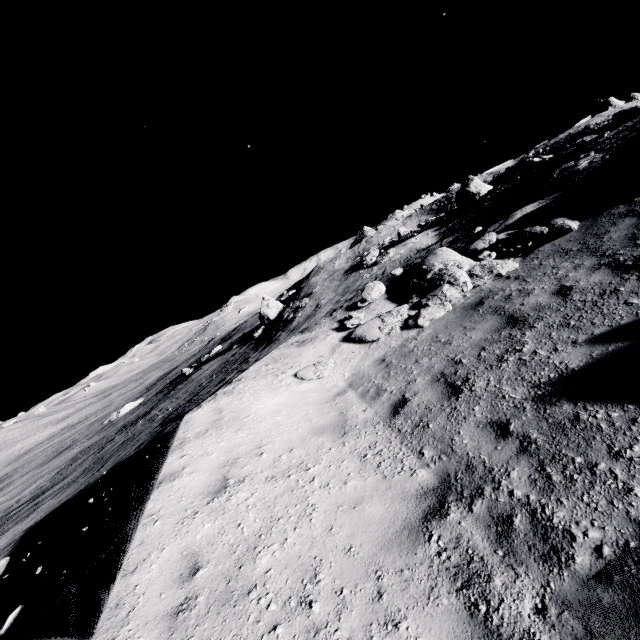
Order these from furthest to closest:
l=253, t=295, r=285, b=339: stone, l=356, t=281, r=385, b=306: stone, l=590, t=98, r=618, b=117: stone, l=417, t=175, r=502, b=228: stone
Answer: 1. l=590, t=98, r=618, b=117: stone
2. l=253, t=295, r=285, b=339: stone
3. l=417, t=175, r=502, b=228: stone
4. l=356, t=281, r=385, b=306: stone

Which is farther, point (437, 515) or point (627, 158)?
point (627, 158)

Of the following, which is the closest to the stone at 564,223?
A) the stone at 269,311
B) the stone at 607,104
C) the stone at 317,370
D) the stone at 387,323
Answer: the stone at 387,323

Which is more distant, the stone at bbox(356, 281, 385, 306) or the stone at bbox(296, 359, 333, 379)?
the stone at bbox(356, 281, 385, 306)

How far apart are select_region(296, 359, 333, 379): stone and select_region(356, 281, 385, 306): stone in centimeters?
301cm

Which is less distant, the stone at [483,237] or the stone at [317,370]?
the stone at [317,370]

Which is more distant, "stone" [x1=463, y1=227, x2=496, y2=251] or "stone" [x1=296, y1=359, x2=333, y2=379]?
"stone" [x1=463, y1=227, x2=496, y2=251]

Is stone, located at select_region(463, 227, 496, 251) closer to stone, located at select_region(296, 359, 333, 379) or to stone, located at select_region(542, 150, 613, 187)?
stone, located at select_region(296, 359, 333, 379)
